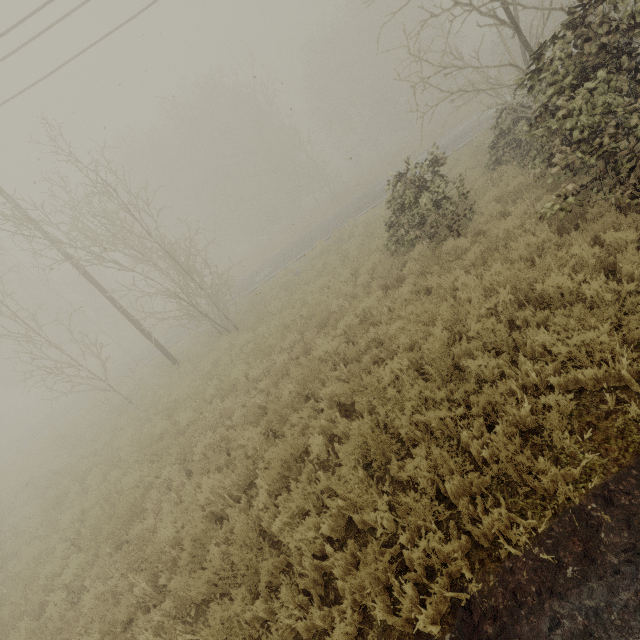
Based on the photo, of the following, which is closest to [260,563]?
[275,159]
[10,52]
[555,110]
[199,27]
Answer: [555,110]
